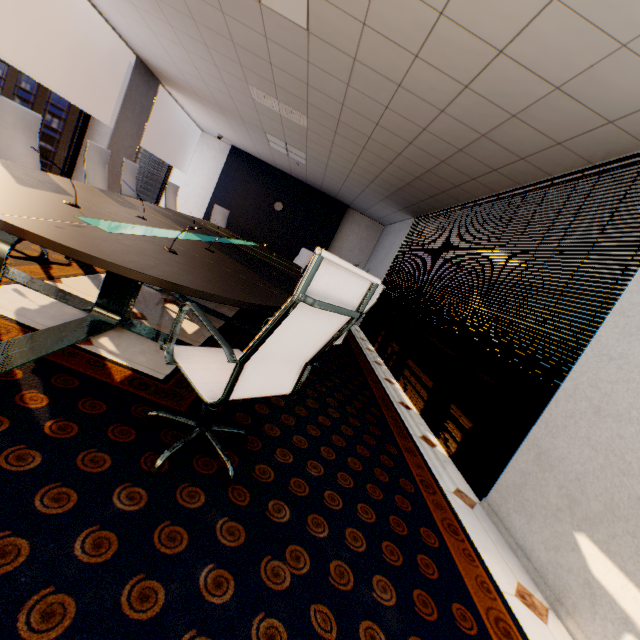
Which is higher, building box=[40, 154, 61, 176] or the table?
the table

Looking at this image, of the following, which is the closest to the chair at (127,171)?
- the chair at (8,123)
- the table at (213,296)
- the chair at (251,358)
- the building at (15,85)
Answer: the table at (213,296)

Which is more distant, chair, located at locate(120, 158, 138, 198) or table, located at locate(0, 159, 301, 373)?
chair, located at locate(120, 158, 138, 198)

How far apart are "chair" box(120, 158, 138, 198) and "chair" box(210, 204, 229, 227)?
2.5m

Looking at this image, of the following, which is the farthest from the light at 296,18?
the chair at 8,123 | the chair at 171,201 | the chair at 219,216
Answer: the chair at 219,216

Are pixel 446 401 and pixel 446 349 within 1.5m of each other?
yes

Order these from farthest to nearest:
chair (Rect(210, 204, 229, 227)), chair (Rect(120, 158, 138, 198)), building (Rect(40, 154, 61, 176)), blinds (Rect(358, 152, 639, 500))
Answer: building (Rect(40, 154, 61, 176))
chair (Rect(210, 204, 229, 227))
chair (Rect(120, 158, 138, 198))
blinds (Rect(358, 152, 639, 500))

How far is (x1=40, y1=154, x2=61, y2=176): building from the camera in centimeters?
5631cm
